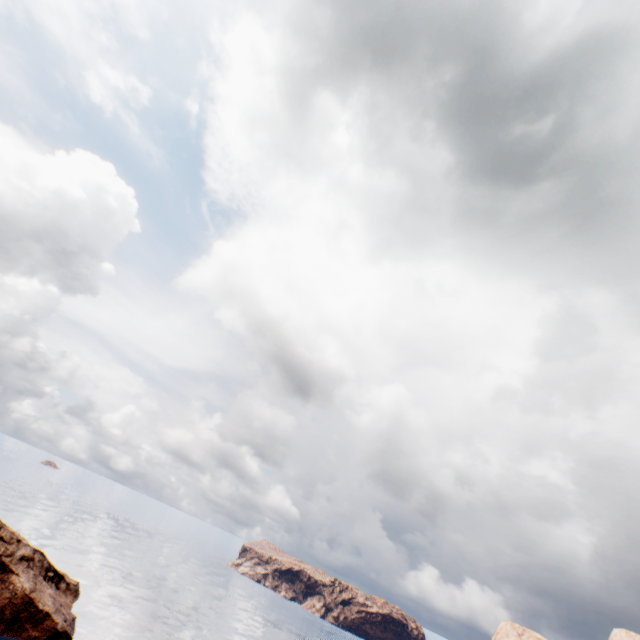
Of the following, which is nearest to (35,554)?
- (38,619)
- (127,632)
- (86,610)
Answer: (38,619)
